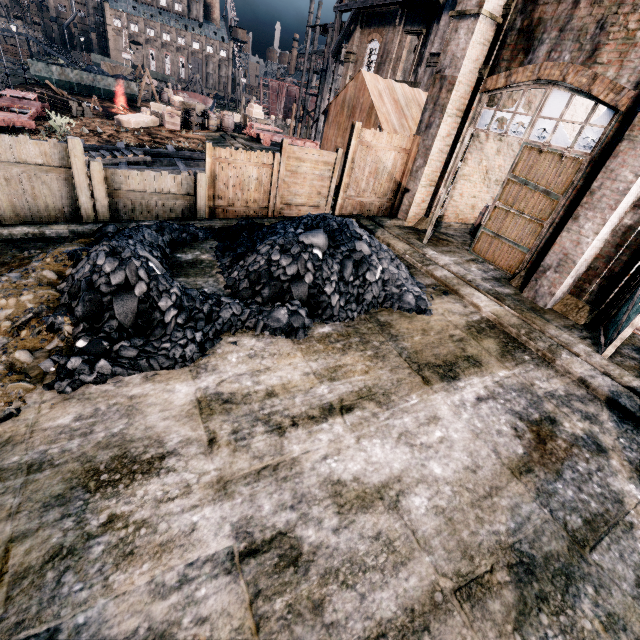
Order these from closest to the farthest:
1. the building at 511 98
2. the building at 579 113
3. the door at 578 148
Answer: the door at 578 148
the building at 511 98
the building at 579 113

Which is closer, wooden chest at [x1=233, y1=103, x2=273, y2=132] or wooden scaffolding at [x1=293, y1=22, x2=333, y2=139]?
wooden chest at [x1=233, y1=103, x2=273, y2=132]

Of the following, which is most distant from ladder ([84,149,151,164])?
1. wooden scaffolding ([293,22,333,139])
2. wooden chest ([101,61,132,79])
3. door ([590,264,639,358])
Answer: wooden chest ([101,61,132,79])

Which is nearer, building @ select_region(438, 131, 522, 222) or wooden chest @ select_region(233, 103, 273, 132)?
building @ select_region(438, 131, 522, 222)

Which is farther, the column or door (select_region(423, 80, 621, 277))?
door (select_region(423, 80, 621, 277))

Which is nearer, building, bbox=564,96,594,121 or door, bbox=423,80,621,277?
door, bbox=423,80,621,277

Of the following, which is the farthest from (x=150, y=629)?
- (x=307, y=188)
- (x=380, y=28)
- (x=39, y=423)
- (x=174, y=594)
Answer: (x=380, y=28)

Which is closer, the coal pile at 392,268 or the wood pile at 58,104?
the coal pile at 392,268
